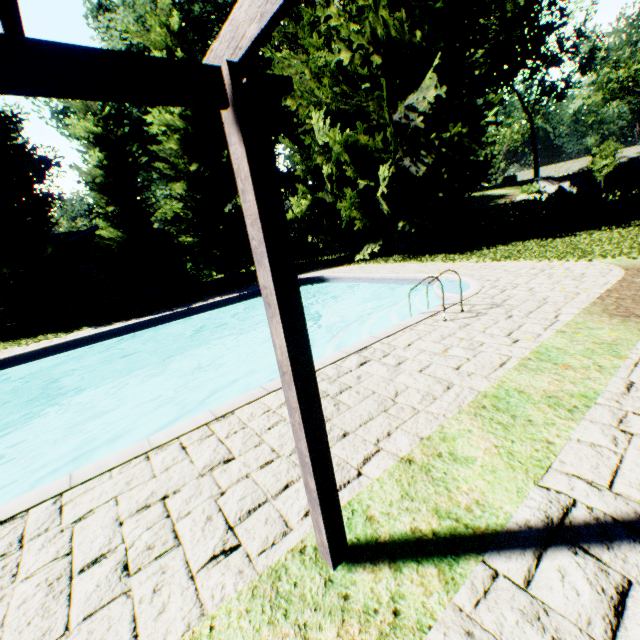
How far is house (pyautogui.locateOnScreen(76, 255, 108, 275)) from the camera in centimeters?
2542cm

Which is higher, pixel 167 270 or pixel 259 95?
pixel 259 95

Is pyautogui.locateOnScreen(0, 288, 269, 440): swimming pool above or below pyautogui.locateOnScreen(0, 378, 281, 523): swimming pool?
below

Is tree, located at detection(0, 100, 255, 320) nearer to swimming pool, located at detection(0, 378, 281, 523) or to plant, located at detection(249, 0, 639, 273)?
plant, located at detection(249, 0, 639, 273)

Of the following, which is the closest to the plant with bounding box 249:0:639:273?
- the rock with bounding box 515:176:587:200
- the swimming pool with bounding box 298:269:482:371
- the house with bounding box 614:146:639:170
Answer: the rock with bounding box 515:176:587:200

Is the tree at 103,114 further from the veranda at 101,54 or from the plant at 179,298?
the veranda at 101,54

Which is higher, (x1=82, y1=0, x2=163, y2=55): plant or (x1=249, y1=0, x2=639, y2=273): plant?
(x1=82, y1=0, x2=163, y2=55): plant

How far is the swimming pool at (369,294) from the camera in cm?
668
